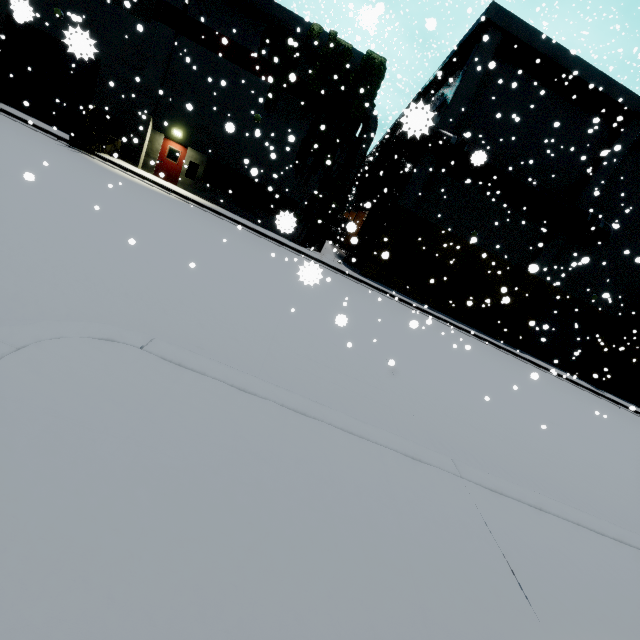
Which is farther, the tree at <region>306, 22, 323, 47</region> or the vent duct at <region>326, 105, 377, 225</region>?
the vent duct at <region>326, 105, 377, 225</region>

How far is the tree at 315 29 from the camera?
17.2 meters

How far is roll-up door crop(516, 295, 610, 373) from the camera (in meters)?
23.02

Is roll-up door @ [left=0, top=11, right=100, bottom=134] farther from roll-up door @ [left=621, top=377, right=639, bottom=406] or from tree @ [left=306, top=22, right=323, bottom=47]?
roll-up door @ [left=621, top=377, right=639, bottom=406]

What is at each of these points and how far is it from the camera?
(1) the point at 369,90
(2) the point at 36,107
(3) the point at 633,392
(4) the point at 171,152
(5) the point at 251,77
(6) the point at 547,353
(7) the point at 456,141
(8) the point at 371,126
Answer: (1) tree, 18.00m
(2) roll-up door, 18.72m
(3) roll-up door, 25.20m
(4) door, 19.27m
(5) building, 18.06m
(6) roll-up door, 24.12m
(7) pipe, 17.94m
(8) vent duct, 19.77m

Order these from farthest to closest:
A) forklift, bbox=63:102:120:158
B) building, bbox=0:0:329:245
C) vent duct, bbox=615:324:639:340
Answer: vent duct, bbox=615:324:639:340, building, bbox=0:0:329:245, forklift, bbox=63:102:120:158

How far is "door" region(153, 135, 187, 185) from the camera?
19.1 meters
